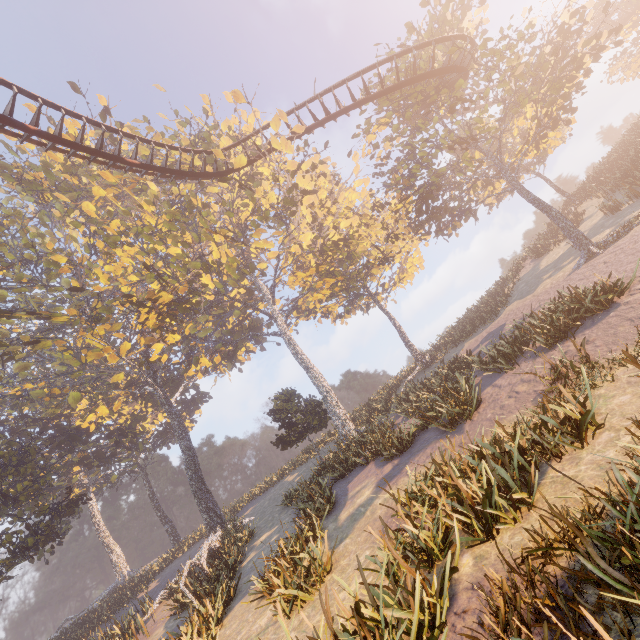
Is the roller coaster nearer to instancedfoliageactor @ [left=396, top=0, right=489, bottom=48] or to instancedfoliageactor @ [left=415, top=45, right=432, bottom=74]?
instancedfoliageactor @ [left=415, top=45, right=432, bottom=74]

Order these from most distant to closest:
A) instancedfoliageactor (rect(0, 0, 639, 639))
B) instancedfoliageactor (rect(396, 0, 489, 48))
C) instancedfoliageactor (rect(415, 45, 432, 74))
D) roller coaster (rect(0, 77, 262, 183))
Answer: instancedfoliageactor (rect(396, 0, 489, 48)) < instancedfoliageactor (rect(415, 45, 432, 74)) < roller coaster (rect(0, 77, 262, 183)) < instancedfoliageactor (rect(0, 0, 639, 639))

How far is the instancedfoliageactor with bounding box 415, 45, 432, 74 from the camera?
18.8 meters

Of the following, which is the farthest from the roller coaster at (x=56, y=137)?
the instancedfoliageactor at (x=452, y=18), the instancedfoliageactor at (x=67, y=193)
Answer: the instancedfoliageactor at (x=452, y=18)

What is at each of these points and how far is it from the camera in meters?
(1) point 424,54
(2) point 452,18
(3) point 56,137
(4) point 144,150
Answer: (1) instancedfoliageactor, 19.1 m
(2) instancedfoliageactor, 20.1 m
(3) roller coaster, 14.7 m
(4) instancedfoliageactor, 24.3 m

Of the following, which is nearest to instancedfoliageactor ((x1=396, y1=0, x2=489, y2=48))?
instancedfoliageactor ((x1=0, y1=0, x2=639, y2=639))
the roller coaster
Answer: instancedfoliageactor ((x1=0, y1=0, x2=639, y2=639))
